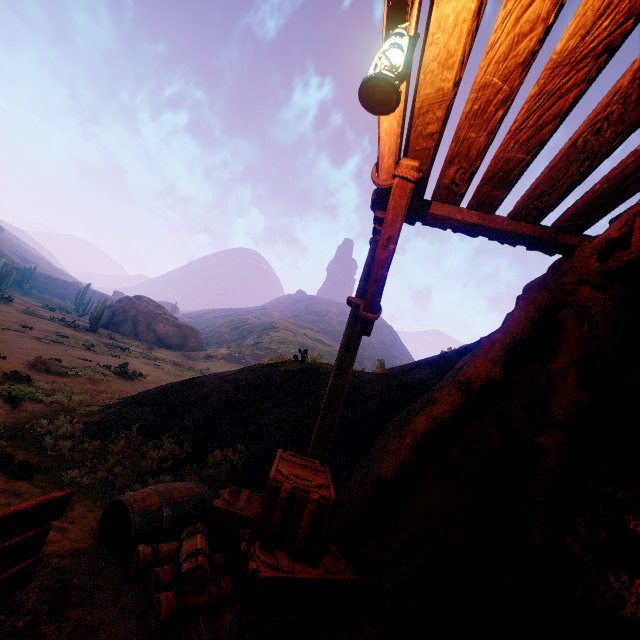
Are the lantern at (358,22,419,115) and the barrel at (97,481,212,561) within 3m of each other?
no

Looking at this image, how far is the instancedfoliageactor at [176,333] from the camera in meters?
33.4 m

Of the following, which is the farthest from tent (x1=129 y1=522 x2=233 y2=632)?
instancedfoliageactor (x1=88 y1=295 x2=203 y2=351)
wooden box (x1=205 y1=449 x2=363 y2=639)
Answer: instancedfoliageactor (x1=88 y1=295 x2=203 y2=351)

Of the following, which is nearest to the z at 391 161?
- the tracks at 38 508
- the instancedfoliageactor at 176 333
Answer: the tracks at 38 508

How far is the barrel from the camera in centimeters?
319cm

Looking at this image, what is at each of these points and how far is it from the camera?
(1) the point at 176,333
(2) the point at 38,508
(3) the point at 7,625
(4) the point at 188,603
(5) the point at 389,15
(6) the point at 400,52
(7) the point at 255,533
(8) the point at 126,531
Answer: (1) instancedfoliageactor, 35.9m
(2) tracks, 2.0m
(3) tracks, 1.9m
(4) tent, 2.6m
(5) z, 1.8m
(6) lantern, 1.7m
(7) wooden box, 3.0m
(8) barrel, 3.2m

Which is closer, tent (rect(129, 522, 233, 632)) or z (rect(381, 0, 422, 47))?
z (rect(381, 0, 422, 47))

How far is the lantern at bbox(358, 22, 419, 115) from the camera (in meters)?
1.67
